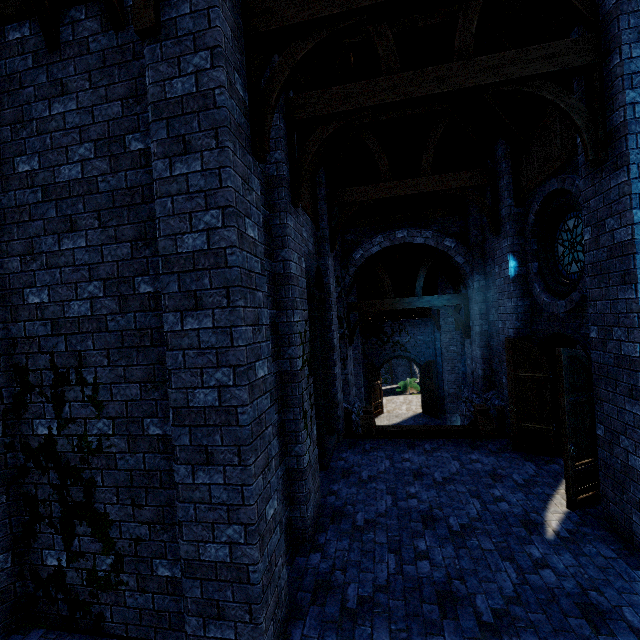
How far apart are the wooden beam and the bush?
18.86m

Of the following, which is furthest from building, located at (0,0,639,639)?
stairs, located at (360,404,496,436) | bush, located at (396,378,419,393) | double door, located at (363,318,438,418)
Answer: bush, located at (396,378,419,393)

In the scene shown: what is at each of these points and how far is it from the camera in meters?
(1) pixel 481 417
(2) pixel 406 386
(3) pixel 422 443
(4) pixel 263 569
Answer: (1) stairs, 8.2
(2) bush, 27.9
(3) wooden beam, 8.3
(4) building, 3.1

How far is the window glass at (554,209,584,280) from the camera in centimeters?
600cm

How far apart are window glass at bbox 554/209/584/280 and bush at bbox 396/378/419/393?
21.3 meters

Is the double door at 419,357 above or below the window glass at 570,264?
below

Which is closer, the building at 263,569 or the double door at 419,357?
the building at 263,569

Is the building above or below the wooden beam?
above
